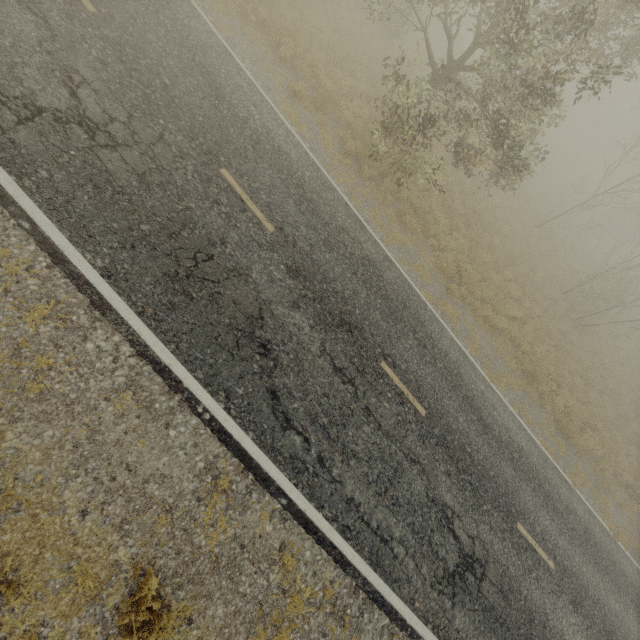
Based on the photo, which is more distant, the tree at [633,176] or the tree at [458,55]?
the tree at [633,176]

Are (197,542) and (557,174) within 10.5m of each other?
no

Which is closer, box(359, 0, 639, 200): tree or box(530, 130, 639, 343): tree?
box(359, 0, 639, 200): tree
